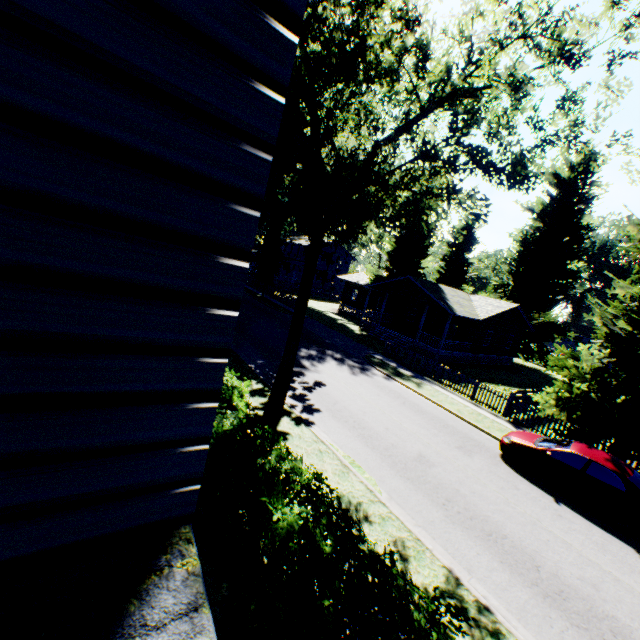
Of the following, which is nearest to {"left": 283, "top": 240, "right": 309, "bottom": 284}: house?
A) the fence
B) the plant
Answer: the plant

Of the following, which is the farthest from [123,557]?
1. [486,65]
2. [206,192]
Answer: [486,65]

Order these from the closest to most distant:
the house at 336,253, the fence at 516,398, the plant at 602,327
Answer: the plant at 602,327 < the fence at 516,398 < the house at 336,253

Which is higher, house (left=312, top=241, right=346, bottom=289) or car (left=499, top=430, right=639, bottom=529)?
house (left=312, top=241, right=346, bottom=289)

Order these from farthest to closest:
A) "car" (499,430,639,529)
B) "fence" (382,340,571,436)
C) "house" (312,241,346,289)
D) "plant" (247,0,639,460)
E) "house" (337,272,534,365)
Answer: "house" (312,241,346,289) < "house" (337,272,534,365) < "fence" (382,340,571,436) < "car" (499,430,639,529) < "plant" (247,0,639,460)

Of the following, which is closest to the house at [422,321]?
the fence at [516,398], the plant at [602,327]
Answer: the plant at [602,327]

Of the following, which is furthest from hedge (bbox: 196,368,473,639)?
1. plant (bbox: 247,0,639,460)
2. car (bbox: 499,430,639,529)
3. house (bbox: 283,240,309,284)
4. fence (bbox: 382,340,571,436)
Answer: house (bbox: 283,240,309,284)

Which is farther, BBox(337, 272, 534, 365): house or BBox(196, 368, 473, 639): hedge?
BBox(337, 272, 534, 365): house
